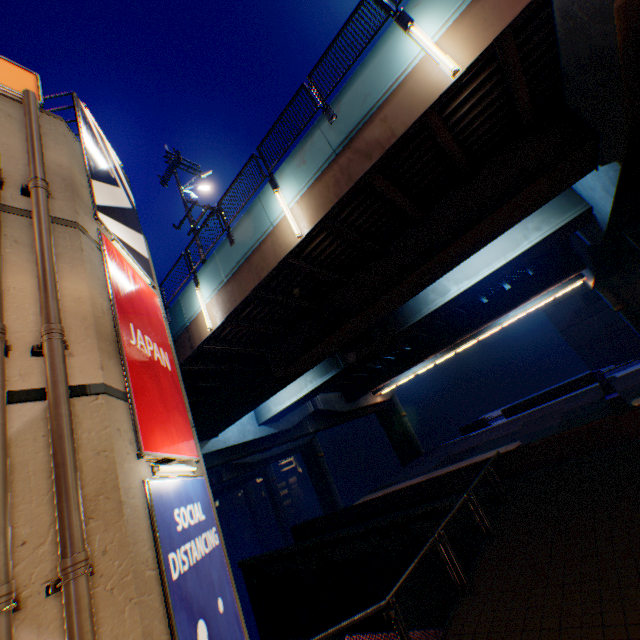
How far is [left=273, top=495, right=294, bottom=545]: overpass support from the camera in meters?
57.4

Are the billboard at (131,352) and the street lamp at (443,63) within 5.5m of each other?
no

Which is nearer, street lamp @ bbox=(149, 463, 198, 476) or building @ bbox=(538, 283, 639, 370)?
street lamp @ bbox=(149, 463, 198, 476)

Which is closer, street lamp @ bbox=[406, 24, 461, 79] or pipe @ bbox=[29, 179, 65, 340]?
pipe @ bbox=[29, 179, 65, 340]

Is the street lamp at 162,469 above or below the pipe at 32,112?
below

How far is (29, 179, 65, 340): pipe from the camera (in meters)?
3.97

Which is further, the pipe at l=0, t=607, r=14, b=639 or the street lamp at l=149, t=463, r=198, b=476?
the street lamp at l=149, t=463, r=198, b=476

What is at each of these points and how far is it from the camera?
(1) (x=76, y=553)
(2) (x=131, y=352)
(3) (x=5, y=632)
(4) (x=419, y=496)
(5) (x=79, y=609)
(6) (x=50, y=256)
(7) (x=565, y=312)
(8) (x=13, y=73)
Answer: (1) pipe, 3.0m
(2) billboard, 5.4m
(3) pipe, 2.5m
(4) concrete block, 15.2m
(5) pipe, 2.8m
(6) pipe, 4.4m
(7) building, 38.1m
(8) sign, 6.1m
